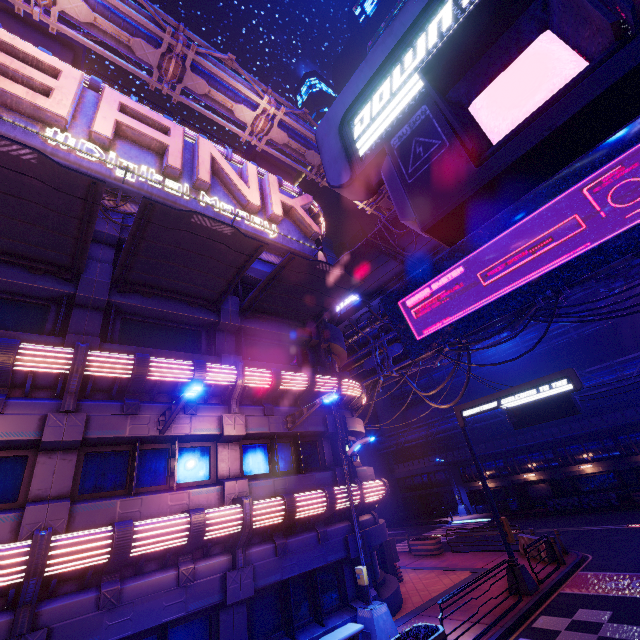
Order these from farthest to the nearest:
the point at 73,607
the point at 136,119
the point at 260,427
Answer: the point at 136,119
the point at 260,427
the point at 73,607

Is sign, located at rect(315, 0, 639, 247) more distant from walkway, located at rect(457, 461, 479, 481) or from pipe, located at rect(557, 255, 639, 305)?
walkway, located at rect(457, 461, 479, 481)

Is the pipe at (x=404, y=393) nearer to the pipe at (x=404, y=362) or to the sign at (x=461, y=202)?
the pipe at (x=404, y=362)

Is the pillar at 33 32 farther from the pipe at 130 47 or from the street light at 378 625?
the street light at 378 625

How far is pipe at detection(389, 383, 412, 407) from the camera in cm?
4800

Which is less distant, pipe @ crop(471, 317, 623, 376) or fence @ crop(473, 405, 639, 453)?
fence @ crop(473, 405, 639, 453)

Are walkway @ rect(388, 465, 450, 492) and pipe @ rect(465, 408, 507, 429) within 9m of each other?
yes

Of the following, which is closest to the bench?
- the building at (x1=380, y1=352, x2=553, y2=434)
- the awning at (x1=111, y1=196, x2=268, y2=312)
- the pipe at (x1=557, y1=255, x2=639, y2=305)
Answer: the awning at (x1=111, y1=196, x2=268, y2=312)
